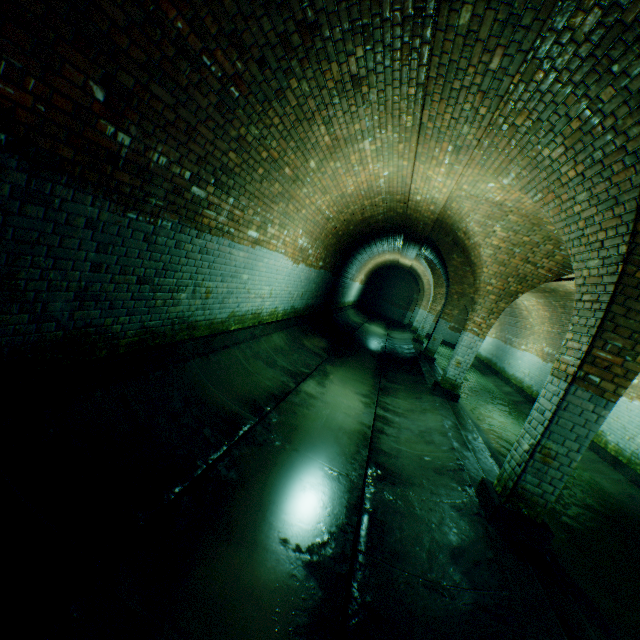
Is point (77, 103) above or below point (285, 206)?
below
